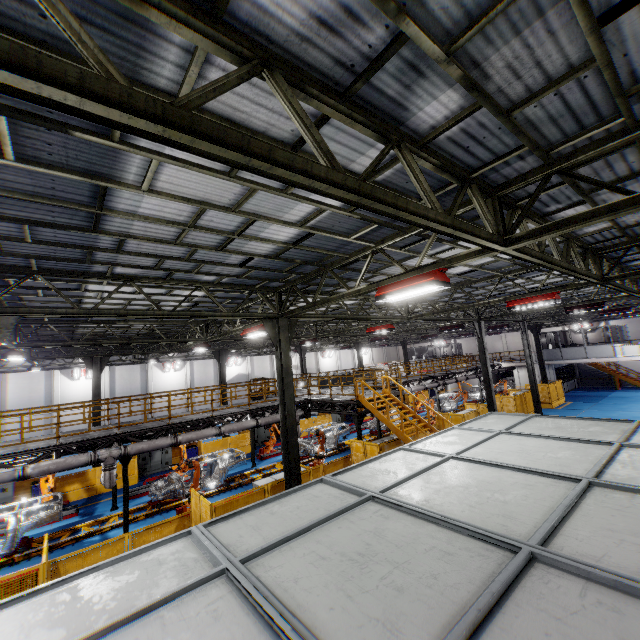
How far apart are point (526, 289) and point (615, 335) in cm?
3824

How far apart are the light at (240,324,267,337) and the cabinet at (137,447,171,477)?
13.8 meters

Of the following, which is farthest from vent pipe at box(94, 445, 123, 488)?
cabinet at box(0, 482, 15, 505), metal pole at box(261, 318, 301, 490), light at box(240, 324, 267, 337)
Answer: cabinet at box(0, 482, 15, 505)

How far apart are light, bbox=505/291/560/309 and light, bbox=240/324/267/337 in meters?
9.1

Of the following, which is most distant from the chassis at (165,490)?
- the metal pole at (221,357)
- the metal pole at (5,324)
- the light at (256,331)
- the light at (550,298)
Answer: the light at (550,298)

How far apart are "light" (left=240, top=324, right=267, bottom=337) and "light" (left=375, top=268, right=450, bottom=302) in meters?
5.7 m

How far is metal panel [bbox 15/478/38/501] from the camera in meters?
17.9

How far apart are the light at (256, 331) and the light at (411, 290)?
5.7 meters
